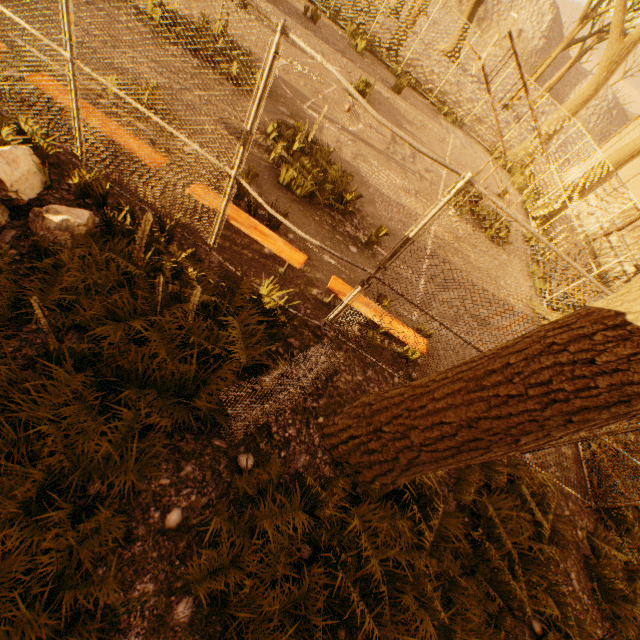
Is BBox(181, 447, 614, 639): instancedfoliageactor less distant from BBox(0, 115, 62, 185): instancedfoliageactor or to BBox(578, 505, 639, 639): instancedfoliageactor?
BBox(578, 505, 639, 639): instancedfoliageactor

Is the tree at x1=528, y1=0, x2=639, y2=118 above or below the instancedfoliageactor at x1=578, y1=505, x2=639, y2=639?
above

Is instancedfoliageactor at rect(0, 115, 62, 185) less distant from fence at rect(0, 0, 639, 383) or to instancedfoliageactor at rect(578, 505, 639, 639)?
fence at rect(0, 0, 639, 383)

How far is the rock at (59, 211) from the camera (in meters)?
3.71

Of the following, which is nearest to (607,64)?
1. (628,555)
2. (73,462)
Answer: (628,555)

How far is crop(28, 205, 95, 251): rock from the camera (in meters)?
3.71

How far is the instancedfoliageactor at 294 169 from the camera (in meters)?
6.49

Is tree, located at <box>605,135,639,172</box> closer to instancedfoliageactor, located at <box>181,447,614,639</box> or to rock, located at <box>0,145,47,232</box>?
instancedfoliageactor, located at <box>181,447,614,639</box>
